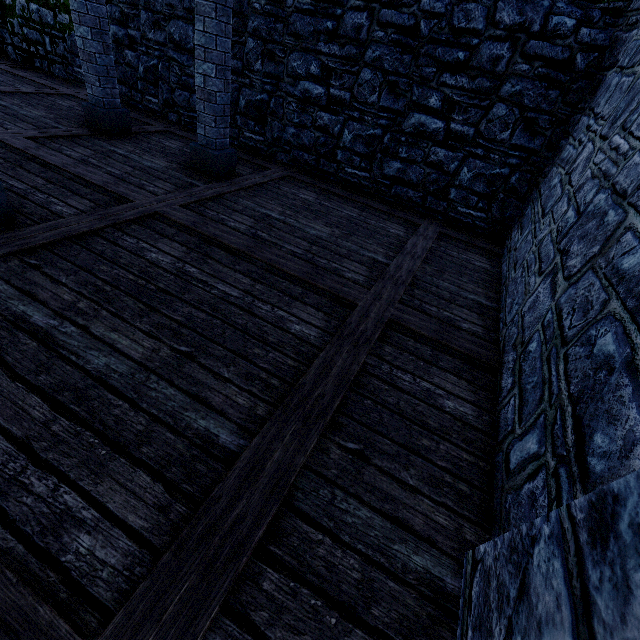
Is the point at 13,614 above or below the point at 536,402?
below

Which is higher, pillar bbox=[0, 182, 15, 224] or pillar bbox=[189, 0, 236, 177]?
pillar bbox=[189, 0, 236, 177]

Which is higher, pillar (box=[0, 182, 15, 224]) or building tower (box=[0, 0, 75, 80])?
building tower (box=[0, 0, 75, 80])

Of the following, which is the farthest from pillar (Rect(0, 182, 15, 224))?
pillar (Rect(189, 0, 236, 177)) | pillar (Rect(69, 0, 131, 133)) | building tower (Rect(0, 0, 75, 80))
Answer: building tower (Rect(0, 0, 75, 80))

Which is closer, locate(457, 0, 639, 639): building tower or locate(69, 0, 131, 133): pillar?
locate(457, 0, 639, 639): building tower

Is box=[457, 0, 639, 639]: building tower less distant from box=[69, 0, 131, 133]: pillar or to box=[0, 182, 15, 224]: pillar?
box=[69, 0, 131, 133]: pillar

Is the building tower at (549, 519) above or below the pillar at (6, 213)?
above

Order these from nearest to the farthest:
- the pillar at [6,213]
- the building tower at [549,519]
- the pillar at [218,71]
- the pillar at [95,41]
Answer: the building tower at [549,519]
the pillar at [6,213]
the pillar at [218,71]
the pillar at [95,41]
